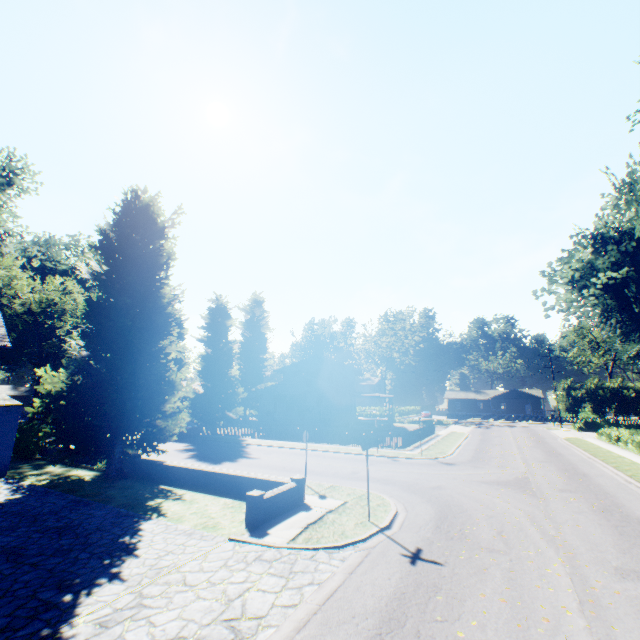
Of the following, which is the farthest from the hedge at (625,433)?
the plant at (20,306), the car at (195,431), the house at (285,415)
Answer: the car at (195,431)

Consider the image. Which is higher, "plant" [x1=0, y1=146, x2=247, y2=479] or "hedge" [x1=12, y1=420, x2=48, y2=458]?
"plant" [x1=0, y1=146, x2=247, y2=479]

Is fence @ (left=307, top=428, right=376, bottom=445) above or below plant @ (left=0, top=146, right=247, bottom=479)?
below

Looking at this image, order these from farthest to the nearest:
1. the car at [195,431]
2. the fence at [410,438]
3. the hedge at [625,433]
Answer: the car at [195,431] < the fence at [410,438] < the hedge at [625,433]

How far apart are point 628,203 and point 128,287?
23.5 meters

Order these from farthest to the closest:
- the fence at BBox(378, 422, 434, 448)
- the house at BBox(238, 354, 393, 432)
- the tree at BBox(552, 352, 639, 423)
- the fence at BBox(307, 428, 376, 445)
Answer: the tree at BBox(552, 352, 639, 423)
the house at BBox(238, 354, 393, 432)
the fence at BBox(307, 428, 376, 445)
the fence at BBox(378, 422, 434, 448)

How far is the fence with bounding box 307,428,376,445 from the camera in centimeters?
2686cm

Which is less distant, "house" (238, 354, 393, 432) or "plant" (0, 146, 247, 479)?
"plant" (0, 146, 247, 479)
